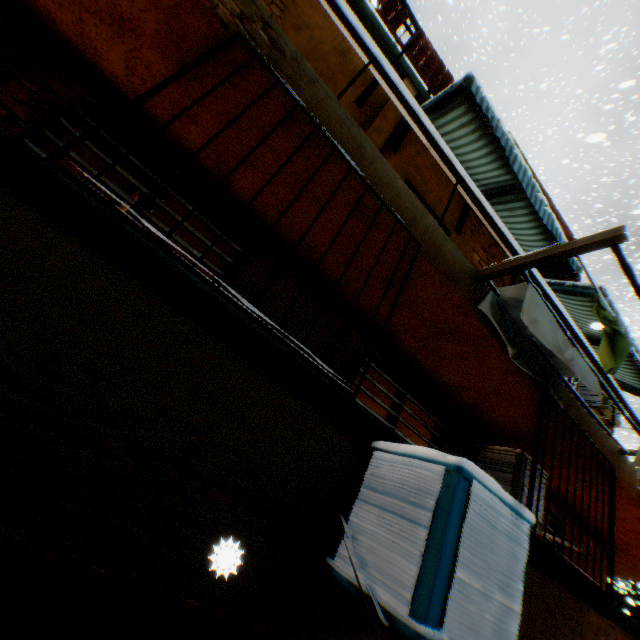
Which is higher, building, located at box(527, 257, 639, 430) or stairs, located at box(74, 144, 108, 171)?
building, located at box(527, 257, 639, 430)

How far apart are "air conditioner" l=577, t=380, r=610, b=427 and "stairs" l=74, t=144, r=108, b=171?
9.9m

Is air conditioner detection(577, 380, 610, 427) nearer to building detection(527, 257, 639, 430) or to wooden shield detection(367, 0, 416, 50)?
building detection(527, 257, 639, 430)

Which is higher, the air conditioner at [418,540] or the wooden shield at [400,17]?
the wooden shield at [400,17]

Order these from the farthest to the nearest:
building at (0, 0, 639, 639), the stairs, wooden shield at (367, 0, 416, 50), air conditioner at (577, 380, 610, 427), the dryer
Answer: air conditioner at (577, 380, 610, 427) < wooden shield at (367, 0, 416, 50) < the stairs < the dryer < building at (0, 0, 639, 639)

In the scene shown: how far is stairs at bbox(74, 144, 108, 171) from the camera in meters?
4.4 m

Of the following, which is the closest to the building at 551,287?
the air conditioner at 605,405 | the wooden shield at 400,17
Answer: the air conditioner at 605,405

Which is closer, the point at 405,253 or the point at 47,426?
the point at 47,426
